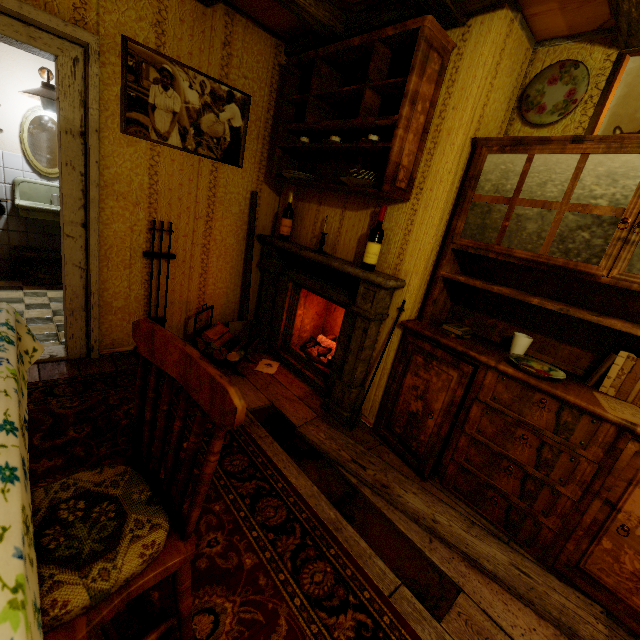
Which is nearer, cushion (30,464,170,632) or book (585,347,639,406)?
cushion (30,464,170,632)

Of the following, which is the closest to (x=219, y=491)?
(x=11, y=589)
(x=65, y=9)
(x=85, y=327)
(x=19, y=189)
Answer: (x=11, y=589)

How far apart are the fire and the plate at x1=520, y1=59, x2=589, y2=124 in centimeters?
229cm

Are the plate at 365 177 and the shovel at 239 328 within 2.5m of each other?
yes

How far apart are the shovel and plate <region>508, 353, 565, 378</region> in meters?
2.4

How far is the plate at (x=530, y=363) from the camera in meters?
1.8

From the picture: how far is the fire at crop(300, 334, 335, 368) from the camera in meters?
3.2 m

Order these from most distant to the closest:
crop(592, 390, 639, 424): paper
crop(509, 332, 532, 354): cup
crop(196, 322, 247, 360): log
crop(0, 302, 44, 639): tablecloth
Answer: crop(196, 322, 247, 360): log < crop(509, 332, 532, 354): cup < crop(592, 390, 639, 424): paper < crop(0, 302, 44, 639): tablecloth
